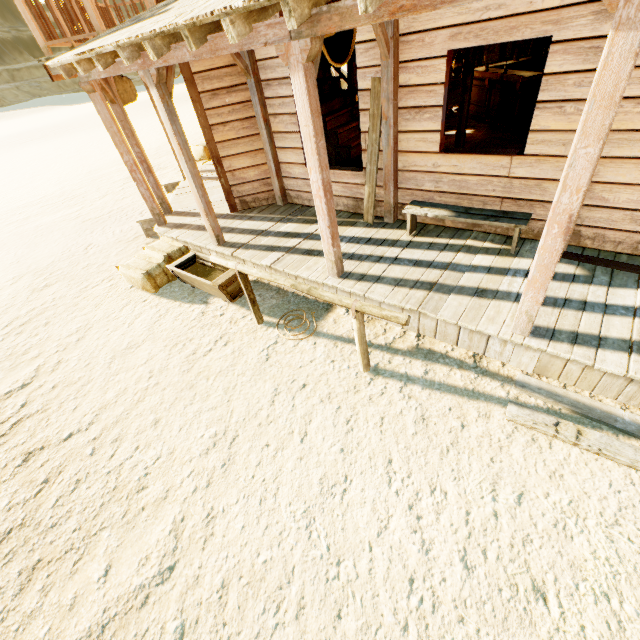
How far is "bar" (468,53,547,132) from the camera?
7.6m

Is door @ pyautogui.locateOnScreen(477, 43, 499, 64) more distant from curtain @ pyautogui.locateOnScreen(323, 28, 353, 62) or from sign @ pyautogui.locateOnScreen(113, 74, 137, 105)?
sign @ pyautogui.locateOnScreen(113, 74, 137, 105)

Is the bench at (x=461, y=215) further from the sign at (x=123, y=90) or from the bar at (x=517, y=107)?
the sign at (x=123, y=90)

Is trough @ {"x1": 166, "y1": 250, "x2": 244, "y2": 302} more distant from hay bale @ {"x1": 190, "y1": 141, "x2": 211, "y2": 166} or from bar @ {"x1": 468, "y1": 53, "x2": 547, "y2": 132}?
bar @ {"x1": 468, "y1": 53, "x2": 547, "y2": 132}

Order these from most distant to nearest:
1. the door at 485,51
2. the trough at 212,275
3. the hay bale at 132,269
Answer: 1. the door at 485,51
2. the hay bale at 132,269
3. the trough at 212,275

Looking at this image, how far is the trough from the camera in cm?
492

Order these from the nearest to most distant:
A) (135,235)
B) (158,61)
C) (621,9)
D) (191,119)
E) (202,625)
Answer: (621,9) → (202,625) → (158,61) → (135,235) → (191,119)

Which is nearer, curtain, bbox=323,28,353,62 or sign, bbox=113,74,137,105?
curtain, bbox=323,28,353,62
